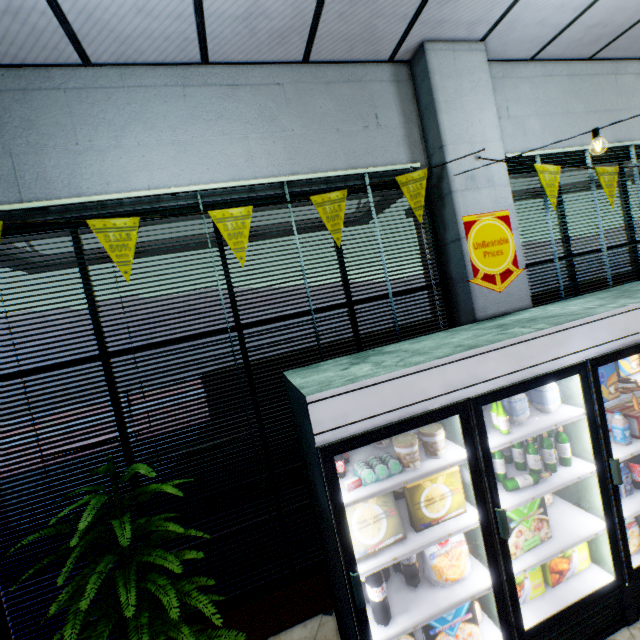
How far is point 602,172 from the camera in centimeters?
354cm

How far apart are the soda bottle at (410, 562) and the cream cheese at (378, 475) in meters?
0.5 m

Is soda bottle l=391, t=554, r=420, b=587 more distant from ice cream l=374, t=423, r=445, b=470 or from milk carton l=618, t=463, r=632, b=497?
milk carton l=618, t=463, r=632, b=497

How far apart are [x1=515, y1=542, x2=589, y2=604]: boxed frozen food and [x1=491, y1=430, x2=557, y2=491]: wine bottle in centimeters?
60cm

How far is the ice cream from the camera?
2.0m

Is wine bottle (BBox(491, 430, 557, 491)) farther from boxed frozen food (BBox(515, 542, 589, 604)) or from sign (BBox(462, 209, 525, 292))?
sign (BBox(462, 209, 525, 292))

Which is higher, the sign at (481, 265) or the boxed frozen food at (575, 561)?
the sign at (481, 265)

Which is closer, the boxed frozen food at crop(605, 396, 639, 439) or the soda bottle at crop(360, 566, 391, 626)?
the soda bottle at crop(360, 566, 391, 626)
